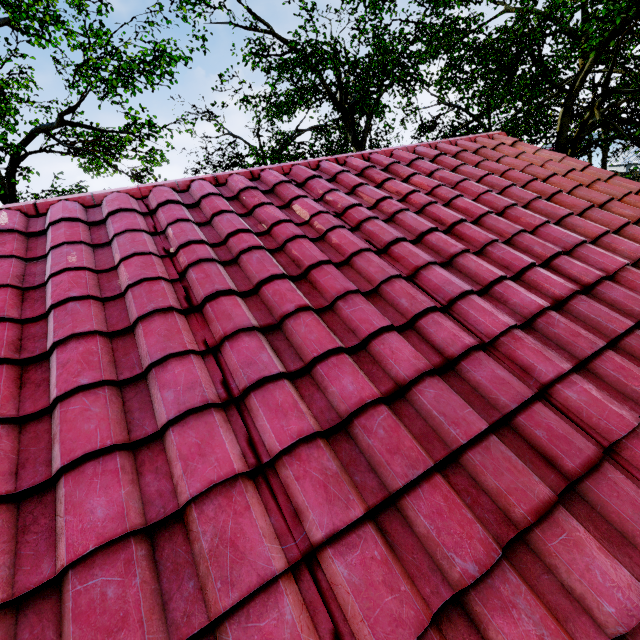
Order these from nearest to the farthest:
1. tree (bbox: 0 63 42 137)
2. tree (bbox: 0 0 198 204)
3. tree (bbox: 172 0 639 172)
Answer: tree (bbox: 0 63 42 137)
tree (bbox: 172 0 639 172)
tree (bbox: 0 0 198 204)

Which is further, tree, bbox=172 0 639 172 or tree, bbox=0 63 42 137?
tree, bbox=172 0 639 172

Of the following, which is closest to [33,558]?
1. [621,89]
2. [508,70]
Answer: [621,89]

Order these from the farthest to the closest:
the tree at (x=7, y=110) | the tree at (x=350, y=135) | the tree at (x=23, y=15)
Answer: the tree at (x=23, y=15) < the tree at (x=350, y=135) < the tree at (x=7, y=110)

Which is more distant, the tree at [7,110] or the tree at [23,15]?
the tree at [23,15]
